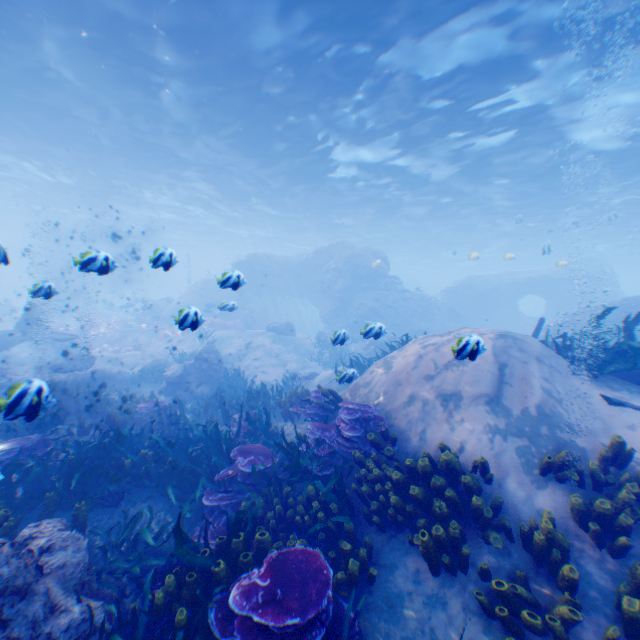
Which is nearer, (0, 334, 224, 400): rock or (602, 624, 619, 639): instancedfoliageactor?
(602, 624, 619, 639): instancedfoliageactor

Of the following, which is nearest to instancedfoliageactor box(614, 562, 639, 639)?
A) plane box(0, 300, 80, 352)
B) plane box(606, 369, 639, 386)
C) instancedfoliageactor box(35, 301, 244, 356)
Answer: plane box(606, 369, 639, 386)

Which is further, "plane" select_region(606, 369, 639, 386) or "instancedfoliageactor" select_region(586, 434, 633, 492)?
"plane" select_region(606, 369, 639, 386)

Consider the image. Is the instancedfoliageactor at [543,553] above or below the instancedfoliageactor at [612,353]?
below

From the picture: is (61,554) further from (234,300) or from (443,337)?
(234,300)

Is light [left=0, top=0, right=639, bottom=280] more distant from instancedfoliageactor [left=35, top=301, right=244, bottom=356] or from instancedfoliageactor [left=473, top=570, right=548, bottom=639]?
instancedfoliageactor [left=35, top=301, right=244, bottom=356]

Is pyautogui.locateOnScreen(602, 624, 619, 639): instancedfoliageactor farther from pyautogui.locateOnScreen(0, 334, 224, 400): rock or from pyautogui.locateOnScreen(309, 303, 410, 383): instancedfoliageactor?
pyautogui.locateOnScreen(0, 334, 224, 400): rock

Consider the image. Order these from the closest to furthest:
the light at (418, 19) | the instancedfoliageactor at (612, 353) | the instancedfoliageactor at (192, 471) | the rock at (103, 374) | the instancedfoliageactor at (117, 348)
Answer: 1. the instancedfoliageactor at (192, 471)
2. the instancedfoliageactor at (612, 353)
3. the light at (418, 19)
4. the rock at (103, 374)
5. the instancedfoliageactor at (117, 348)
